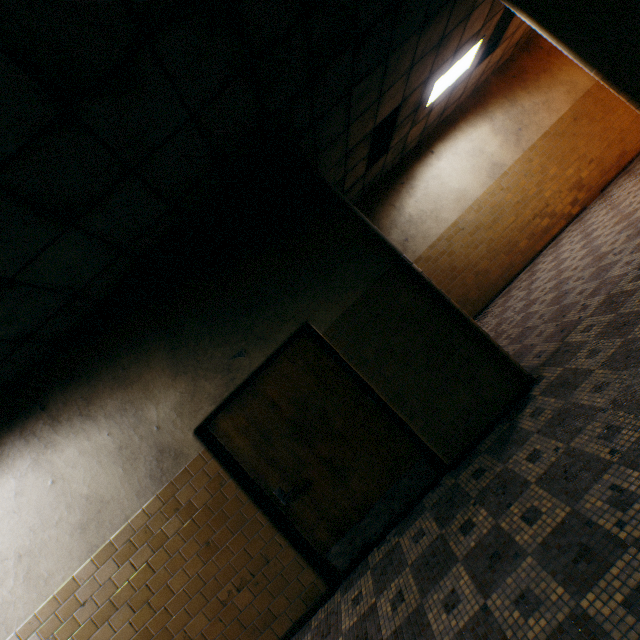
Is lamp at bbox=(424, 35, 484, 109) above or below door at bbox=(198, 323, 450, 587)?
above

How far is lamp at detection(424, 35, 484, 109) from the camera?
6.0m

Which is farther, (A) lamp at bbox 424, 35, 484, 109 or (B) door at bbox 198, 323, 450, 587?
(A) lamp at bbox 424, 35, 484, 109

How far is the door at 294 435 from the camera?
3.4m

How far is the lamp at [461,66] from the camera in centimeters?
600cm

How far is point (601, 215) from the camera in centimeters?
632cm

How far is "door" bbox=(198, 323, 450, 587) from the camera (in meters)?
3.38
